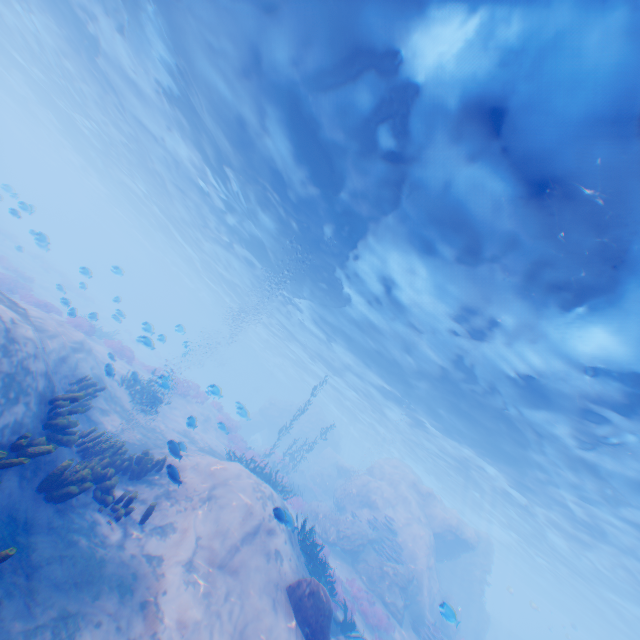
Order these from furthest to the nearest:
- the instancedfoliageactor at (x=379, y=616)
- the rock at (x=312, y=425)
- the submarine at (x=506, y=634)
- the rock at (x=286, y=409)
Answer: the submarine at (x=506, y=634) → the rock at (x=286, y=409) → the rock at (x=312, y=425) → the instancedfoliageactor at (x=379, y=616)

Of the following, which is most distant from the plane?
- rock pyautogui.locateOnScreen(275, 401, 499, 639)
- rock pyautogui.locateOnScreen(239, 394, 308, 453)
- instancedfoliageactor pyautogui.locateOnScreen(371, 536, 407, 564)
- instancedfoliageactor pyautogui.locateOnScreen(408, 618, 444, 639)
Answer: rock pyautogui.locateOnScreen(239, 394, 308, 453)

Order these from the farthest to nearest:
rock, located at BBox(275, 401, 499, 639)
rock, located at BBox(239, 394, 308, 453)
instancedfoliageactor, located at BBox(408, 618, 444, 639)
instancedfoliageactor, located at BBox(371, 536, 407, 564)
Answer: rock, located at BBox(239, 394, 308, 453), instancedfoliageactor, located at BBox(371, 536, 407, 564), rock, located at BBox(275, 401, 499, 639), instancedfoliageactor, located at BBox(408, 618, 444, 639)

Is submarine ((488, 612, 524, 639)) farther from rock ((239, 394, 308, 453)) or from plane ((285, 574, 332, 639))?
rock ((239, 394, 308, 453))

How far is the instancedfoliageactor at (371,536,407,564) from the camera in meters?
18.0 m

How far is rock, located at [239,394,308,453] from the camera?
41.31m

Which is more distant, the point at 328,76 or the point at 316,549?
the point at 316,549

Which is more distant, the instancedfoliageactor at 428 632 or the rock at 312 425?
the rock at 312 425
